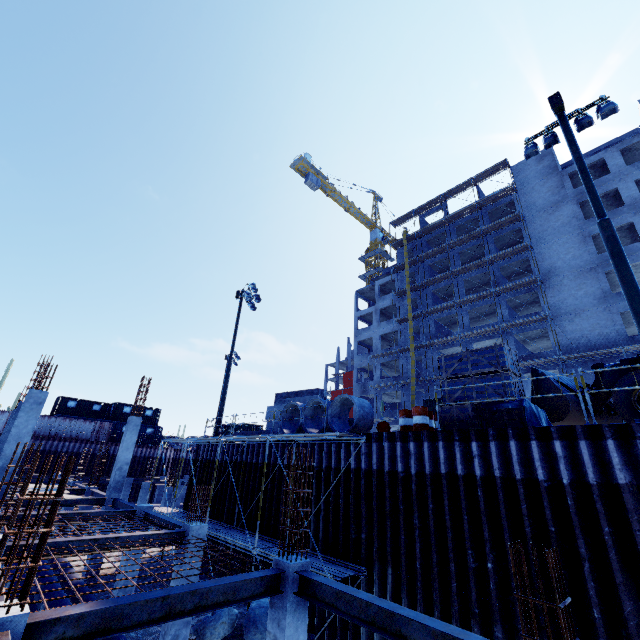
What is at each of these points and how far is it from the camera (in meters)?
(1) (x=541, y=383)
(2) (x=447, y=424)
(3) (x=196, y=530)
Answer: (1) front loader, 12.01
(2) wooden box, 10.72
(3) concrete column, 10.30

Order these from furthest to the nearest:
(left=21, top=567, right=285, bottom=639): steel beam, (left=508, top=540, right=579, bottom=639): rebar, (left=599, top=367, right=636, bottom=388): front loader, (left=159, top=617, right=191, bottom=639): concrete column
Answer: (left=599, top=367, right=636, bottom=388): front loader → (left=159, top=617, right=191, bottom=639): concrete column → (left=21, top=567, right=285, bottom=639): steel beam → (left=508, top=540, right=579, bottom=639): rebar

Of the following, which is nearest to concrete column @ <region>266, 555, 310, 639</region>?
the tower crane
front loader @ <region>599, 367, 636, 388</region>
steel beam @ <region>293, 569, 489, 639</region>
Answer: steel beam @ <region>293, 569, 489, 639</region>

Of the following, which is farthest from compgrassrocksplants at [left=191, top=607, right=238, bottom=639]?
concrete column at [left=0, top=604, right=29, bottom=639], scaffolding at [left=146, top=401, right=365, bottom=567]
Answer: concrete column at [left=0, top=604, right=29, bottom=639]

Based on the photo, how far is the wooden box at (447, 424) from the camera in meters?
9.4

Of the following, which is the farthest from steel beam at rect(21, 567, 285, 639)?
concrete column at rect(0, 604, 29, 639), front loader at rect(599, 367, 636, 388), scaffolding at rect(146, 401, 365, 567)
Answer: front loader at rect(599, 367, 636, 388)

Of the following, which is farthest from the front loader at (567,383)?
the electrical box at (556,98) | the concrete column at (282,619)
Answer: the concrete column at (282,619)

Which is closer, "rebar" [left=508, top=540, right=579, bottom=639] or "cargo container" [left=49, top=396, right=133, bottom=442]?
"rebar" [left=508, top=540, right=579, bottom=639]
